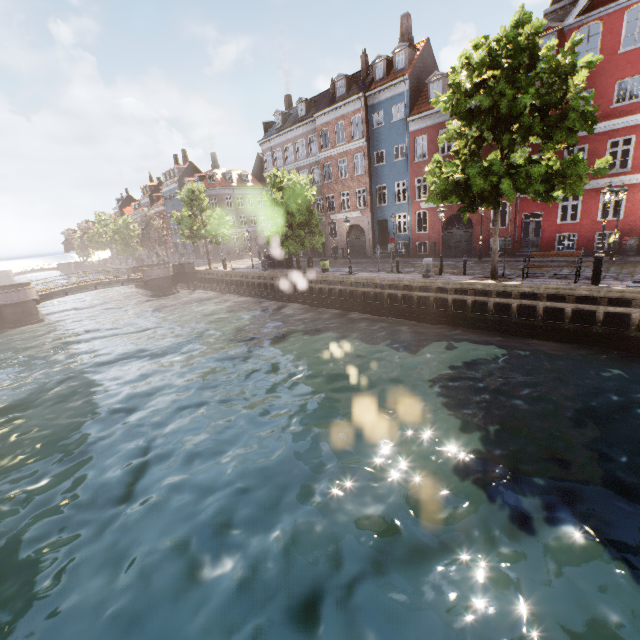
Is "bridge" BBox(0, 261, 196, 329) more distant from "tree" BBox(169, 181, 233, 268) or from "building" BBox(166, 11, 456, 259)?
"building" BBox(166, 11, 456, 259)

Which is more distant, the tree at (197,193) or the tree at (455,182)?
the tree at (197,193)

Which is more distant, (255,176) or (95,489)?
(255,176)

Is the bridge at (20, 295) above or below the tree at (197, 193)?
below

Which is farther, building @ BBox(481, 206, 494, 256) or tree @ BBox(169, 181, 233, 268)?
tree @ BBox(169, 181, 233, 268)

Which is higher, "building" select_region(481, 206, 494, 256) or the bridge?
"building" select_region(481, 206, 494, 256)

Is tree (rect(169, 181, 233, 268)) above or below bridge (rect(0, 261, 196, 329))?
above

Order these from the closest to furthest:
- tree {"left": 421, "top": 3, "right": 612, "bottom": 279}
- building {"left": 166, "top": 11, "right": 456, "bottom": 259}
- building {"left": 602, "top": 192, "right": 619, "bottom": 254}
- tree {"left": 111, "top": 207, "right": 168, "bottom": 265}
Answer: tree {"left": 421, "top": 3, "right": 612, "bottom": 279}
building {"left": 602, "top": 192, "right": 619, "bottom": 254}
building {"left": 166, "top": 11, "right": 456, "bottom": 259}
tree {"left": 111, "top": 207, "right": 168, "bottom": 265}
